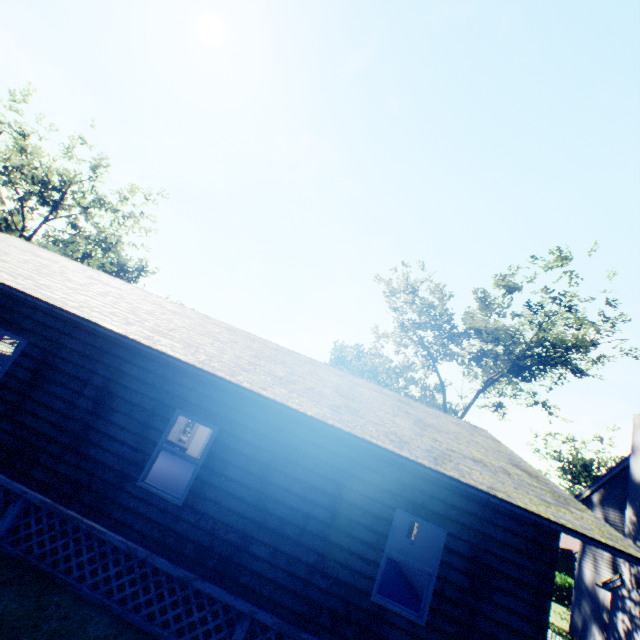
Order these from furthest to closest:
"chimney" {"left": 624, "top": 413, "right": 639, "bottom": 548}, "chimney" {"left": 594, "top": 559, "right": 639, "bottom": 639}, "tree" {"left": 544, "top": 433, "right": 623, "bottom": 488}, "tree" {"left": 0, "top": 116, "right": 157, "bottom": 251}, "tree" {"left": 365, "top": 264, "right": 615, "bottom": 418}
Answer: "tree" {"left": 544, "top": 433, "right": 623, "bottom": 488}
"tree" {"left": 0, "top": 116, "right": 157, "bottom": 251}
"tree" {"left": 365, "top": 264, "right": 615, "bottom": 418}
"chimney" {"left": 624, "top": 413, "right": 639, "bottom": 548}
"chimney" {"left": 594, "top": 559, "right": 639, "bottom": 639}

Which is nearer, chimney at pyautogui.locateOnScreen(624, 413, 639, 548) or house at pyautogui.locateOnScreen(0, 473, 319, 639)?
house at pyautogui.locateOnScreen(0, 473, 319, 639)

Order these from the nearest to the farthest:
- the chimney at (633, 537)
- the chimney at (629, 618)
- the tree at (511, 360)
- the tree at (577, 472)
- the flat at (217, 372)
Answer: the flat at (217, 372), the chimney at (629, 618), the chimney at (633, 537), the tree at (511, 360), the tree at (577, 472)

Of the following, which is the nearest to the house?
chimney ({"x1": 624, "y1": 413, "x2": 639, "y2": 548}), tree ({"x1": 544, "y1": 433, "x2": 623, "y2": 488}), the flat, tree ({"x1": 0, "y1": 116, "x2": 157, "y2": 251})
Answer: the flat

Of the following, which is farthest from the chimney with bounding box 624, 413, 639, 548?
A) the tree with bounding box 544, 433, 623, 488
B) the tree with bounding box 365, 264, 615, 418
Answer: the tree with bounding box 544, 433, 623, 488

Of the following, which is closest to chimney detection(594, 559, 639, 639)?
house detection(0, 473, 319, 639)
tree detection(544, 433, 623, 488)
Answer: house detection(0, 473, 319, 639)

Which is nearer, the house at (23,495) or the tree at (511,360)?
Result: the house at (23,495)

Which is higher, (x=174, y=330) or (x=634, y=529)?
(x=634, y=529)
